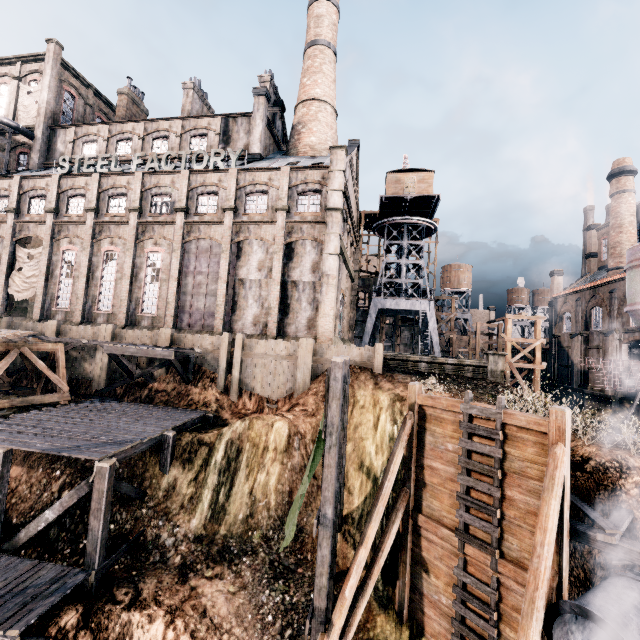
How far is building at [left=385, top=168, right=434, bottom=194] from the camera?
36.28m

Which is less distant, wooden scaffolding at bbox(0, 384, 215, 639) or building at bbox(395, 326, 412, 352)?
wooden scaffolding at bbox(0, 384, 215, 639)

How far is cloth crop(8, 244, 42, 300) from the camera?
30.19m

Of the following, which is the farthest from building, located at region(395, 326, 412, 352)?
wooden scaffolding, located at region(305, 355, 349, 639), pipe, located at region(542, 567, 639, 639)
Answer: pipe, located at region(542, 567, 639, 639)

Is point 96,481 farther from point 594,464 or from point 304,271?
point 304,271

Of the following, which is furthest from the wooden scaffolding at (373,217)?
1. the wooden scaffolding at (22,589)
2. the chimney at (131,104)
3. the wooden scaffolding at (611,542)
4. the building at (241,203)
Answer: the wooden scaffolding at (611,542)

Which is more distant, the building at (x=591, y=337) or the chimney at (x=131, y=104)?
the chimney at (x=131, y=104)

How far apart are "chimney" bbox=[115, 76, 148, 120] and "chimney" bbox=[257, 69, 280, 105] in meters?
16.8
